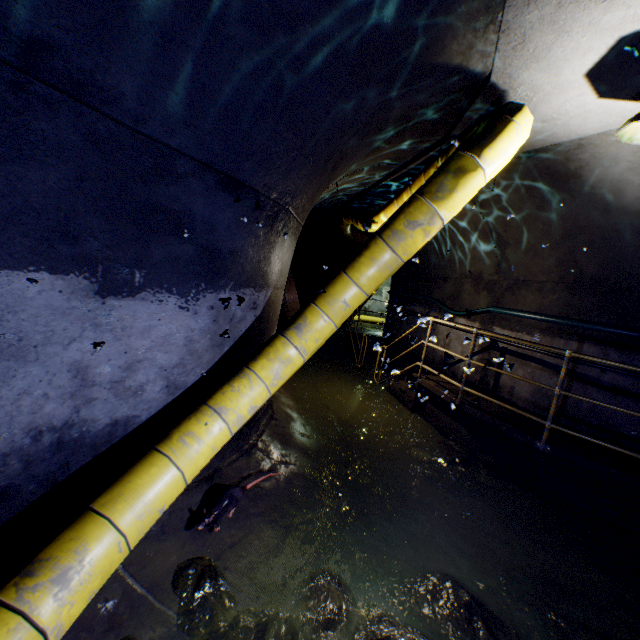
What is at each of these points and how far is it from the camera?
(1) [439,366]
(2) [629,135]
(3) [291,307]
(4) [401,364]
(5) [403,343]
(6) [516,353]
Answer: (1) building tunnel, 8.21m
(2) ceiling light, 2.82m
(3) sewer grate, 7.00m
(4) building tunnel, 9.86m
(5) building tunnel, 10.14m
(6) building tunnel, 6.02m

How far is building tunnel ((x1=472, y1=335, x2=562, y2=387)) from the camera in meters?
5.3 m

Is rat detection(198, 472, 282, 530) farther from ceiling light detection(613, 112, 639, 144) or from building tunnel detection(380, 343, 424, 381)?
ceiling light detection(613, 112, 639, 144)

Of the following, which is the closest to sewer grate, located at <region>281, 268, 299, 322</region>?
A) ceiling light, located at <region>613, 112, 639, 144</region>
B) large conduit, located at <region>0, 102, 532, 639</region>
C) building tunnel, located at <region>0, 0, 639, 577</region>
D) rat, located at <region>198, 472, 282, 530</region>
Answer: building tunnel, located at <region>0, 0, 639, 577</region>

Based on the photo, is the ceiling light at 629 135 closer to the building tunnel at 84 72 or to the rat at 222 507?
the building tunnel at 84 72

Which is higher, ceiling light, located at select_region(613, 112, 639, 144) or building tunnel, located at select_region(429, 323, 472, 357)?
ceiling light, located at select_region(613, 112, 639, 144)

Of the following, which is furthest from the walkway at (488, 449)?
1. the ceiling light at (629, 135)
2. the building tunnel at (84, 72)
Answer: the ceiling light at (629, 135)

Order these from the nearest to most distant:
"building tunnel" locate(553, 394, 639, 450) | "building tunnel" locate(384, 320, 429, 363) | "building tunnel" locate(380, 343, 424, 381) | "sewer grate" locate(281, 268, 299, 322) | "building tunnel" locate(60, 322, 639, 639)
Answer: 1. "building tunnel" locate(384, 320, 429, 363)
2. "building tunnel" locate(60, 322, 639, 639)
3. "building tunnel" locate(553, 394, 639, 450)
4. "sewer grate" locate(281, 268, 299, 322)
5. "building tunnel" locate(380, 343, 424, 381)
